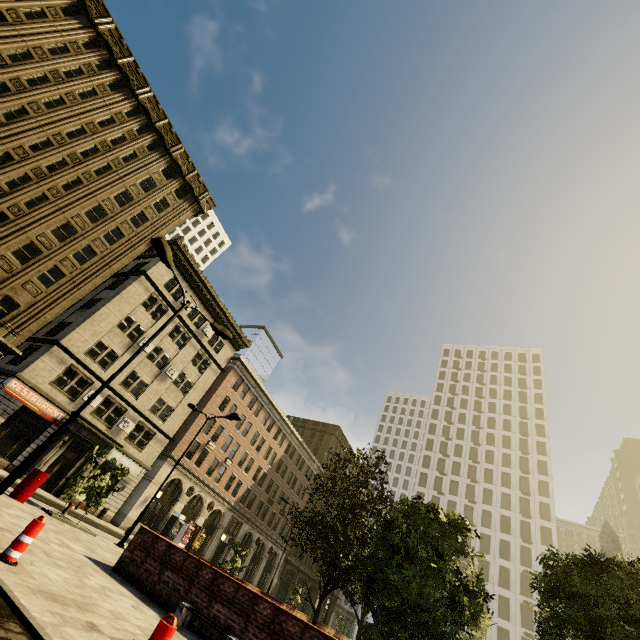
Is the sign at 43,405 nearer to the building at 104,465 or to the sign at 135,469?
the building at 104,465

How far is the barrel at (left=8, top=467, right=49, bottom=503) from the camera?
12.4 meters

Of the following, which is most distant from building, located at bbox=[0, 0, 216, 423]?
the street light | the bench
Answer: the bench

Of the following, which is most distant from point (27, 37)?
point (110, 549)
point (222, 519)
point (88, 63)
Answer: point (222, 519)

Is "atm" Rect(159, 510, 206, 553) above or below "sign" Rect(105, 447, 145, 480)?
below

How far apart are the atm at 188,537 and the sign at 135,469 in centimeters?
797cm

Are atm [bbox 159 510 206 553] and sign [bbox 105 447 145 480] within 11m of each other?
yes

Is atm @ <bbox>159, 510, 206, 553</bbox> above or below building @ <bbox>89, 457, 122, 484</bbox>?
below
